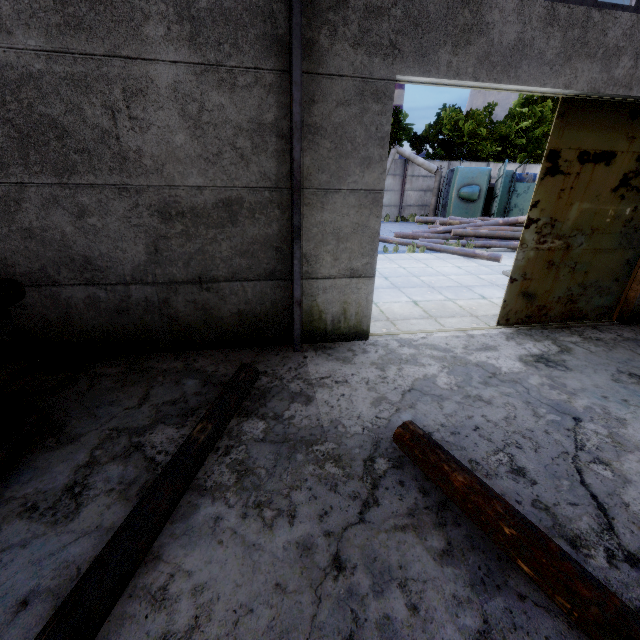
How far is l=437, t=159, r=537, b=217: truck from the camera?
17.5m

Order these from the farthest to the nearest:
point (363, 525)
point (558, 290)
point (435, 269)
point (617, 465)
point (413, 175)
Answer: point (413, 175) → point (435, 269) → point (558, 290) → point (617, 465) → point (363, 525)

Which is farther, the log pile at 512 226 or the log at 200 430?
the log pile at 512 226

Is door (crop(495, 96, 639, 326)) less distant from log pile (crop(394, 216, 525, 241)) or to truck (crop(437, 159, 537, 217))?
log pile (crop(394, 216, 525, 241))

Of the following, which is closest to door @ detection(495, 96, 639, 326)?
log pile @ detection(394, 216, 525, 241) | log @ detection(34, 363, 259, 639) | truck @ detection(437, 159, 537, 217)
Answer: log @ detection(34, 363, 259, 639)

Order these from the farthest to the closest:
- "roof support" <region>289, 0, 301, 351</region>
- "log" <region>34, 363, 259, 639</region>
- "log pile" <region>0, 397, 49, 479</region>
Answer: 1. "roof support" <region>289, 0, 301, 351</region>
2. "log pile" <region>0, 397, 49, 479</region>
3. "log" <region>34, 363, 259, 639</region>

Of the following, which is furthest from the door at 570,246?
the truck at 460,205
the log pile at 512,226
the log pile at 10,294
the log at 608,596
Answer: the truck at 460,205

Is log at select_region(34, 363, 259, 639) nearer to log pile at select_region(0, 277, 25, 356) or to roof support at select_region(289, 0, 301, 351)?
log pile at select_region(0, 277, 25, 356)
